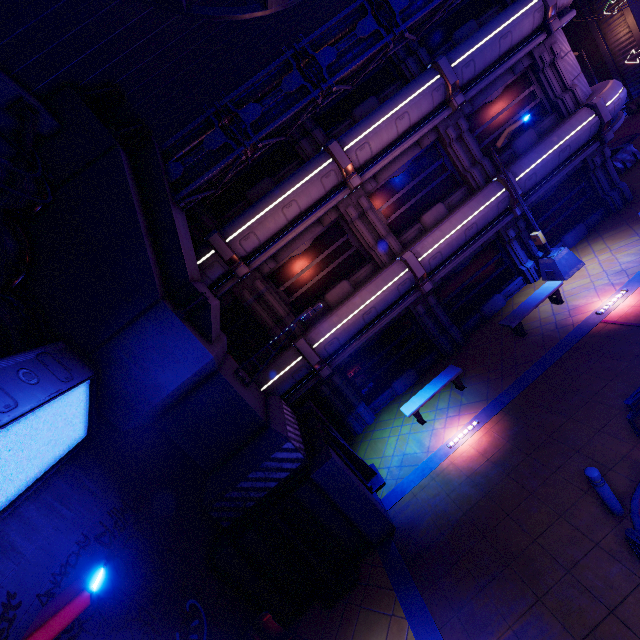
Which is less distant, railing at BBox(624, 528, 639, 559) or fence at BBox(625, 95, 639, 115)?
railing at BBox(624, 528, 639, 559)

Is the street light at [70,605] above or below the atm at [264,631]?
above

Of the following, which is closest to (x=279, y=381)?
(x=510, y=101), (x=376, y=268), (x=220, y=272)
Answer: (x=220, y=272)

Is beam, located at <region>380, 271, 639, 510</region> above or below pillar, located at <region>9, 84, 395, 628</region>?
below

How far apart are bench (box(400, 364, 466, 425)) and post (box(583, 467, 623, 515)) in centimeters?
516cm

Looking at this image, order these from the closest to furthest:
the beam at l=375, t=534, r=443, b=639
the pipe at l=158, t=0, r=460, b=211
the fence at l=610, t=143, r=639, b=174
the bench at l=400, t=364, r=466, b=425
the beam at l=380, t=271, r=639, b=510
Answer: the beam at l=375, t=534, r=443, b=639 < the pipe at l=158, t=0, r=460, b=211 < the beam at l=380, t=271, r=639, b=510 < the bench at l=400, t=364, r=466, b=425 < the fence at l=610, t=143, r=639, b=174

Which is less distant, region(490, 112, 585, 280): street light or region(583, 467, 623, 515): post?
region(583, 467, 623, 515): post

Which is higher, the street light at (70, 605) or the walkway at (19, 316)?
the walkway at (19, 316)
